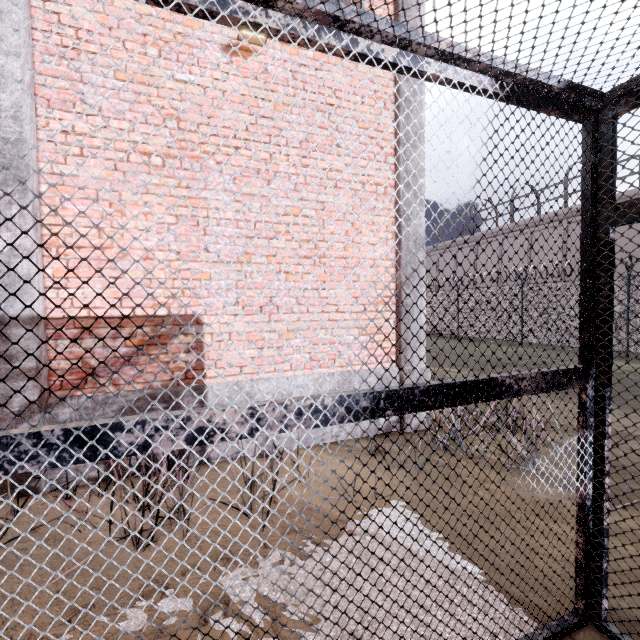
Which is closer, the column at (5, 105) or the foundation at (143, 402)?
the column at (5, 105)

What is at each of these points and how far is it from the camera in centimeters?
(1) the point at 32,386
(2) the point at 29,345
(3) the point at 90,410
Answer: (1) column, 333cm
(2) column, 331cm
(3) foundation, 355cm

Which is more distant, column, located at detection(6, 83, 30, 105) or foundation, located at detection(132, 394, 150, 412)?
foundation, located at detection(132, 394, 150, 412)

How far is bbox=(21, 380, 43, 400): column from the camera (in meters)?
3.32
